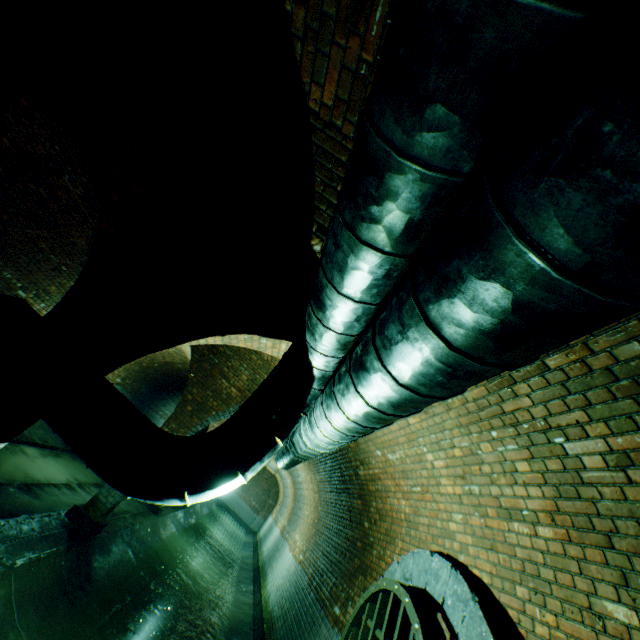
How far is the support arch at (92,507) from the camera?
6.2m

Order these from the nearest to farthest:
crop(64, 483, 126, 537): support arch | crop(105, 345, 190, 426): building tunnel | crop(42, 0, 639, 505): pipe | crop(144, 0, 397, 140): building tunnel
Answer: crop(42, 0, 639, 505): pipe → crop(144, 0, 397, 140): building tunnel → crop(64, 483, 126, 537): support arch → crop(105, 345, 190, 426): building tunnel

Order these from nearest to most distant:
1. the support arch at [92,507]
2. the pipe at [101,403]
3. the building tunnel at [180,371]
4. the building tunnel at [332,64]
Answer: the pipe at [101,403], the building tunnel at [332,64], the support arch at [92,507], the building tunnel at [180,371]

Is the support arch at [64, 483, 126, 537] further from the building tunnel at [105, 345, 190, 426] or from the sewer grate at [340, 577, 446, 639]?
the sewer grate at [340, 577, 446, 639]

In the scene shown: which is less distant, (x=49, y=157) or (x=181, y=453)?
(x=181, y=453)

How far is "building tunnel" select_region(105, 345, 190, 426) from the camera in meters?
13.0 m

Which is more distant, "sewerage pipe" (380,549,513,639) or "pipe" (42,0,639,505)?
"sewerage pipe" (380,549,513,639)

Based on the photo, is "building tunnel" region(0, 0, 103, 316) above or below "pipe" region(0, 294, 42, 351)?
above
